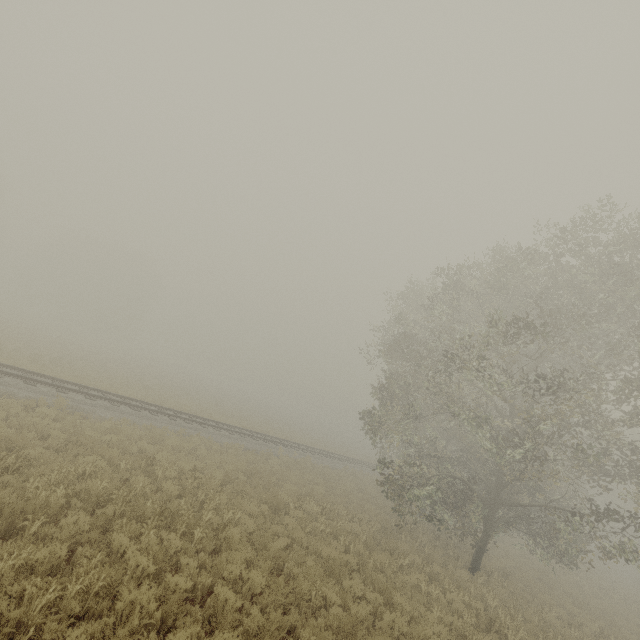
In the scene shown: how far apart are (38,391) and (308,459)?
17.2m
